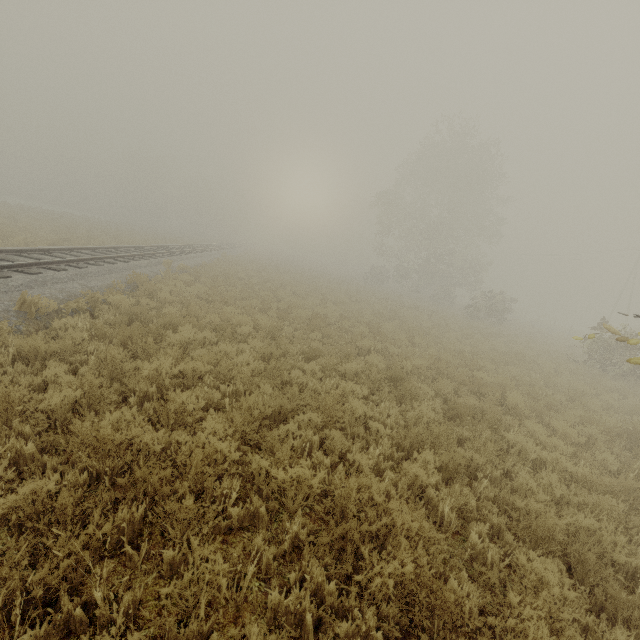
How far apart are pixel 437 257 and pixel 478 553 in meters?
34.0 m
